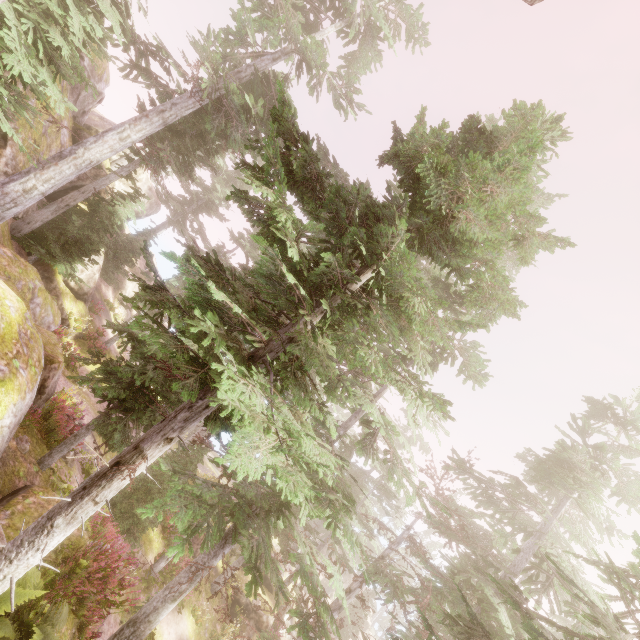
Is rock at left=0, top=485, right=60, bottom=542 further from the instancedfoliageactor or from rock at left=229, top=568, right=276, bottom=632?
rock at left=229, top=568, right=276, bottom=632

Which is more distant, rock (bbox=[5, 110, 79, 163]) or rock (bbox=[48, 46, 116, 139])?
rock (bbox=[48, 46, 116, 139])

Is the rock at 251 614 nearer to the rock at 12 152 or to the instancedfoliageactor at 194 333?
the instancedfoliageactor at 194 333

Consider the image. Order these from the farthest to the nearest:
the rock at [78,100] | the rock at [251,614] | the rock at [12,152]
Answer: the rock at [251,614]
the rock at [78,100]
the rock at [12,152]

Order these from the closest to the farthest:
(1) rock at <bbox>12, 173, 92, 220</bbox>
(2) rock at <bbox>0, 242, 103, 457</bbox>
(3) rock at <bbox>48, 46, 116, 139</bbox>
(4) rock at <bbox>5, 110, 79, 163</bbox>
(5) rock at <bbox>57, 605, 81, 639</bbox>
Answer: (5) rock at <bbox>57, 605, 81, 639</bbox>
(2) rock at <bbox>0, 242, 103, 457</bbox>
(4) rock at <bbox>5, 110, 79, 163</bbox>
(1) rock at <bbox>12, 173, 92, 220</bbox>
(3) rock at <bbox>48, 46, 116, 139</bbox>

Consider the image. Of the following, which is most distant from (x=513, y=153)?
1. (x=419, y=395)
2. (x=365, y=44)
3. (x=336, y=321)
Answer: (x=365, y=44)

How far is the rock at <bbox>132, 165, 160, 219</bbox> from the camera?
25.86m
